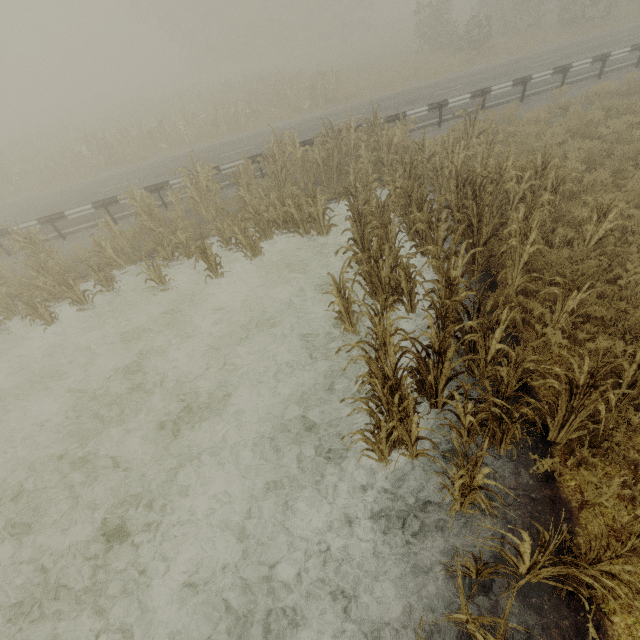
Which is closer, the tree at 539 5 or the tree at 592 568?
the tree at 592 568

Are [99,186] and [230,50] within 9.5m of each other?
no

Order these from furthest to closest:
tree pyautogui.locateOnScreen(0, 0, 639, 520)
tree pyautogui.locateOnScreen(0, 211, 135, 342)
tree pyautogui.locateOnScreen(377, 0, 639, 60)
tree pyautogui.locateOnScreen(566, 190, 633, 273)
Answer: tree pyautogui.locateOnScreen(377, 0, 639, 60) < tree pyautogui.locateOnScreen(0, 211, 135, 342) < tree pyautogui.locateOnScreen(566, 190, 633, 273) < tree pyautogui.locateOnScreen(0, 0, 639, 520)

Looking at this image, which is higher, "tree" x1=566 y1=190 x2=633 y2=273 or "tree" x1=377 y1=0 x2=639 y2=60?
"tree" x1=377 y1=0 x2=639 y2=60

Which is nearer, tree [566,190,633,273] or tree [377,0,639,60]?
tree [566,190,633,273]

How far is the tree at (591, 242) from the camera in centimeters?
Answer: 568cm
